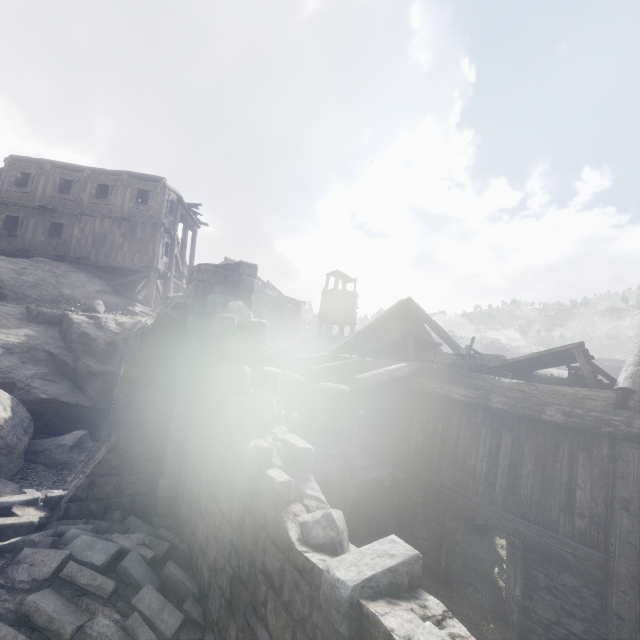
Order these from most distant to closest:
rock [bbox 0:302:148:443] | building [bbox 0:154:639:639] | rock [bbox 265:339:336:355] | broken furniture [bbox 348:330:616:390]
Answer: rock [bbox 265:339:336:355]
rock [bbox 0:302:148:443]
broken furniture [bbox 348:330:616:390]
building [bbox 0:154:639:639]

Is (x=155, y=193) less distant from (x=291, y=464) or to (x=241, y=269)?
(x=241, y=269)

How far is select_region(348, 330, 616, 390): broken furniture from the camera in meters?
7.4 m

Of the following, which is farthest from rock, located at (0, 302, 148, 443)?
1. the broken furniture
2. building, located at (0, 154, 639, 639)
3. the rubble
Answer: the broken furniture

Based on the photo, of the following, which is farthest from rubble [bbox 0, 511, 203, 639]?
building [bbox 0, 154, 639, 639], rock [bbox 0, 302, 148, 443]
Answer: rock [bbox 0, 302, 148, 443]

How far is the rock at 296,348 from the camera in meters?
30.2 m

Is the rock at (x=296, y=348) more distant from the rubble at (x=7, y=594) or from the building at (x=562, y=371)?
the rubble at (x=7, y=594)

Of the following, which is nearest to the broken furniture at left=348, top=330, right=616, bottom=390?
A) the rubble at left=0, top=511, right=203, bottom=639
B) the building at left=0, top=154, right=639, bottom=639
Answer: the building at left=0, top=154, right=639, bottom=639
